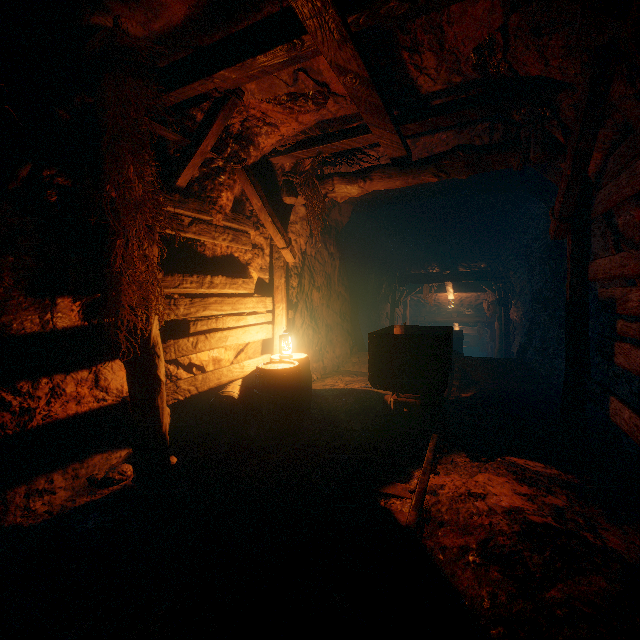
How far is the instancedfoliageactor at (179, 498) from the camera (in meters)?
2.85

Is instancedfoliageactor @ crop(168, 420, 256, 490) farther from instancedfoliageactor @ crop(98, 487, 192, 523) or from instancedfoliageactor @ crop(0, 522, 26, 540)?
instancedfoliageactor @ crop(0, 522, 26, 540)

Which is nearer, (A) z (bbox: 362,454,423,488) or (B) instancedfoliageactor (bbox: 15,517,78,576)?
(B) instancedfoliageactor (bbox: 15,517,78,576)

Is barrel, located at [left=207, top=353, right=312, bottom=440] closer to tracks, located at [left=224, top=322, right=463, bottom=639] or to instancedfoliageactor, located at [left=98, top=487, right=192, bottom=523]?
tracks, located at [left=224, top=322, right=463, bottom=639]

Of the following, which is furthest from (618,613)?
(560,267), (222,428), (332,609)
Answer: (560,267)

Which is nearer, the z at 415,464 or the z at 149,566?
the z at 149,566

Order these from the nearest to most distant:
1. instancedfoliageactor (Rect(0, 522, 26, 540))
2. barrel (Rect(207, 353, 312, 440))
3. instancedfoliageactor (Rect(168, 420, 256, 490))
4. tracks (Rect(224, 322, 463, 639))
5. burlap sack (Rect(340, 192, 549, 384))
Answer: tracks (Rect(224, 322, 463, 639))
instancedfoliageactor (Rect(0, 522, 26, 540))
instancedfoliageactor (Rect(168, 420, 256, 490))
barrel (Rect(207, 353, 312, 440))
burlap sack (Rect(340, 192, 549, 384))

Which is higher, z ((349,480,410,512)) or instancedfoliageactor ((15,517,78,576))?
instancedfoliageactor ((15,517,78,576))
